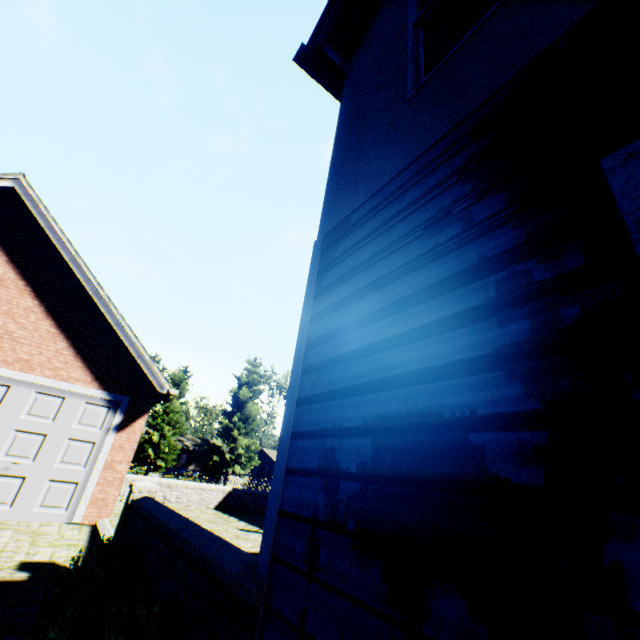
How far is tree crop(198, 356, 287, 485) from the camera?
32.0 meters

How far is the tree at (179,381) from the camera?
28.5 meters

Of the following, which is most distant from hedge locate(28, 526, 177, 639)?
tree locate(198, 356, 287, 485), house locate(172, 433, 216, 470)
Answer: house locate(172, 433, 216, 470)

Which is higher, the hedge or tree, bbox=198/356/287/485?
tree, bbox=198/356/287/485

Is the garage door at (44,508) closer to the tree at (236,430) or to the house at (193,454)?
the tree at (236,430)

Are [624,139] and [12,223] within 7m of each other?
no

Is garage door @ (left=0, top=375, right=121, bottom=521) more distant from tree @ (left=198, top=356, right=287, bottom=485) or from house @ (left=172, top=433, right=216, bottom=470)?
house @ (left=172, top=433, right=216, bottom=470)

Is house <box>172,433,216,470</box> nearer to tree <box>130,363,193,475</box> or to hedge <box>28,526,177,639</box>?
tree <box>130,363,193,475</box>
